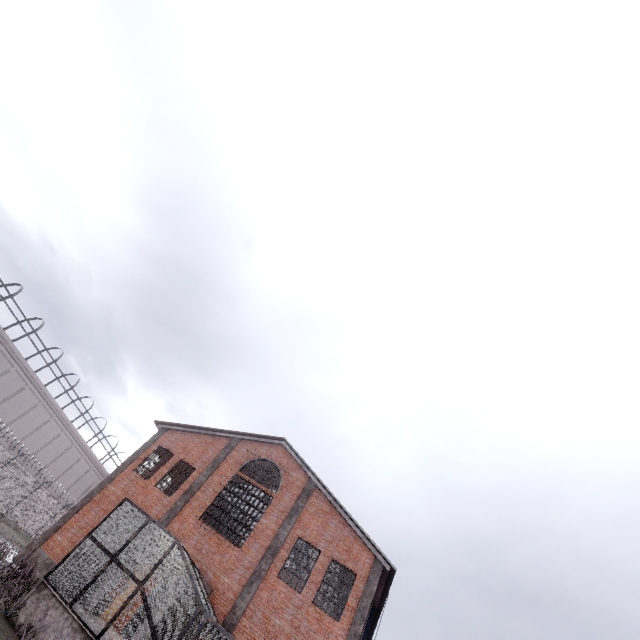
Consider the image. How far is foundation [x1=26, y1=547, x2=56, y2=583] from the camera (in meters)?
15.73

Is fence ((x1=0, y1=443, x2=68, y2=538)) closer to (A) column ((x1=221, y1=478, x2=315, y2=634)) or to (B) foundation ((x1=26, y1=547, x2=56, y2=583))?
(B) foundation ((x1=26, y1=547, x2=56, y2=583))

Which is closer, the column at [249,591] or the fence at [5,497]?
the column at [249,591]

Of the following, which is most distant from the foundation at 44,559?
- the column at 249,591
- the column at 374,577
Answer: the column at 374,577

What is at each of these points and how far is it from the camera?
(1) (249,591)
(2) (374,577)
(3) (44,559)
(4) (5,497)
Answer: (1) column, 15.1m
(2) column, 15.5m
(3) foundation, 16.2m
(4) fence, 24.9m

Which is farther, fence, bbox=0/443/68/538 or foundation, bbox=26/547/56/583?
fence, bbox=0/443/68/538

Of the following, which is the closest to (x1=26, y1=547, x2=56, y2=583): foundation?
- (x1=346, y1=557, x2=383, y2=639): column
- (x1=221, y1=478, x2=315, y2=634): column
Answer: (x1=221, y1=478, x2=315, y2=634): column

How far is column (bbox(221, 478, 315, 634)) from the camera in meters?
14.3
